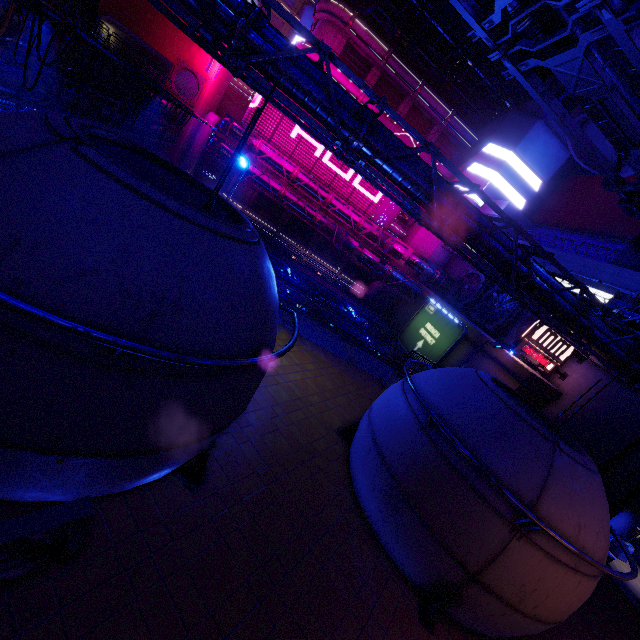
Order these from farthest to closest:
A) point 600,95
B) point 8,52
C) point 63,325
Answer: point 8,52 → point 600,95 → point 63,325

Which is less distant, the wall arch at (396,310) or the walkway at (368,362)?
the walkway at (368,362)

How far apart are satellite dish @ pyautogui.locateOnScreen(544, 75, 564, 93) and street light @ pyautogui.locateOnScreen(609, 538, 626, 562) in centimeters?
4128cm

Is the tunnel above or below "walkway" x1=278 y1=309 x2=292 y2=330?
above

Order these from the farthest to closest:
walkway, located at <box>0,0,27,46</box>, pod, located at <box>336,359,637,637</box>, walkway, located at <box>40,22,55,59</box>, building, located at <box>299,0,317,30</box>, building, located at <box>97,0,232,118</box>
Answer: building, located at <box>299,0,317,30</box> → building, located at <box>97,0,232,118</box> → walkway, located at <box>40,22,55,59</box> → walkway, located at <box>0,0,27,46</box> → pod, located at <box>336,359,637,637</box>

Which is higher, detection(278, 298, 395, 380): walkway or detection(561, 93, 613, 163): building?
detection(561, 93, 613, 163): building

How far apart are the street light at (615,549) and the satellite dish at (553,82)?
41.3 meters

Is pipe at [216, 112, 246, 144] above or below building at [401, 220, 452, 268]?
below
